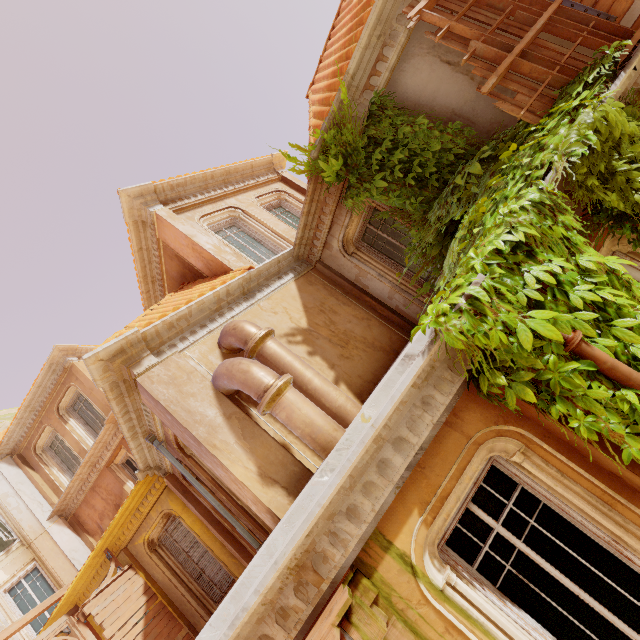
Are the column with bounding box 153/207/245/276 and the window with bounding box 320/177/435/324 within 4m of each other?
yes

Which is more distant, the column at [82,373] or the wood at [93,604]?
the column at [82,373]

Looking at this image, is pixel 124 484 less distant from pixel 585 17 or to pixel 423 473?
pixel 423 473

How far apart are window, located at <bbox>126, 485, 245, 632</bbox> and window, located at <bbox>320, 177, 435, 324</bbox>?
8.07m

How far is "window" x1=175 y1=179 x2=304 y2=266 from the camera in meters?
9.0 m

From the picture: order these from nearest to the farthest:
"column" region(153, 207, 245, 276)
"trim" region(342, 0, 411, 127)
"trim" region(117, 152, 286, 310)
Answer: "trim" region(342, 0, 411, 127)
"column" region(153, 207, 245, 276)
"trim" region(117, 152, 286, 310)

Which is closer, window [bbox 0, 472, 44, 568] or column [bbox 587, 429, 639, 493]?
column [bbox 587, 429, 639, 493]

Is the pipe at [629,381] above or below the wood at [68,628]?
below
